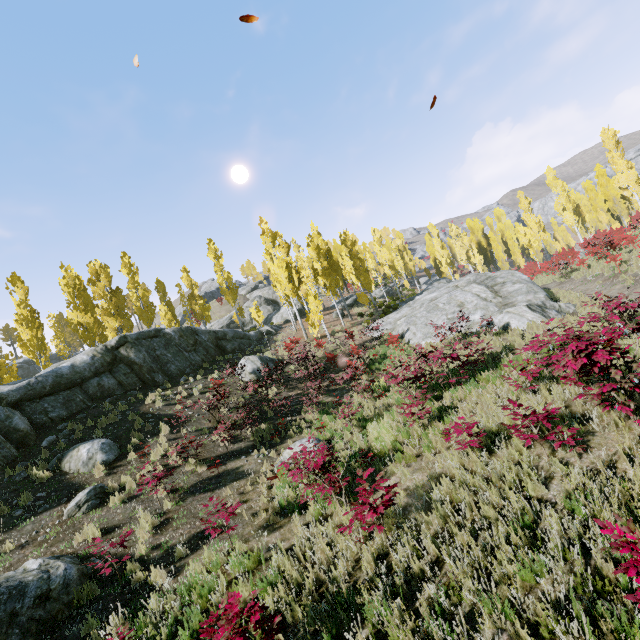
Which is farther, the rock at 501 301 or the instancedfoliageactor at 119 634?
the rock at 501 301

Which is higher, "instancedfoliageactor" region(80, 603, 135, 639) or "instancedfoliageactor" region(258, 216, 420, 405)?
"instancedfoliageactor" region(258, 216, 420, 405)

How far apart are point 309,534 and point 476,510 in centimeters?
365cm

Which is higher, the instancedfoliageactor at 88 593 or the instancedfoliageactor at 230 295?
the instancedfoliageactor at 230 295

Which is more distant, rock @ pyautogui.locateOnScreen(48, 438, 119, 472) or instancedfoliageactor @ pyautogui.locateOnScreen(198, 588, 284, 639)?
rock @ pyautogui.locateOnScreen(48, 438, 119, 472)

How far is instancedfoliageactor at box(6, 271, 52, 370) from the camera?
22.42m
